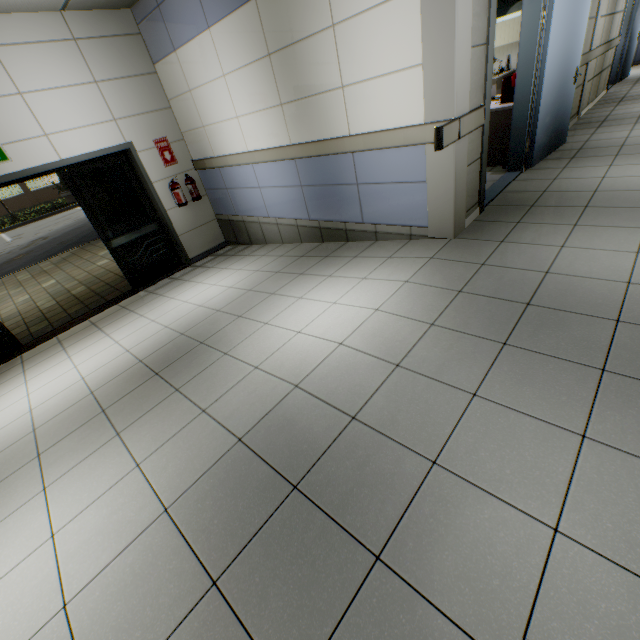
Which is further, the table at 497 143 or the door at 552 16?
the table at 497 143

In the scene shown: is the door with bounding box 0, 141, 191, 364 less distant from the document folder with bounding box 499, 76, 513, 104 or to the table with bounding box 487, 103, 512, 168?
the table with bounding box 487, 103, 512, 168

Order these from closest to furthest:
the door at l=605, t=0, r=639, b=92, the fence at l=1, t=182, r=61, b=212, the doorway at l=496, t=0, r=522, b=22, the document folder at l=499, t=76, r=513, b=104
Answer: the document folder at l=499, t=76, r=513, b=104, the doorway at l=496, t=0, r=522, b=22, the door at l=605, t=0, r=639, b=92, the fence at l=1, t=182, r=61, b=212

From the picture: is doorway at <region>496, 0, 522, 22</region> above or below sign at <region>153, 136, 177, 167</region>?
above

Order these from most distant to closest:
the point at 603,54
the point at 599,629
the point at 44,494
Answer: the point at 603,54, the point at 44,494, the point at 599,629

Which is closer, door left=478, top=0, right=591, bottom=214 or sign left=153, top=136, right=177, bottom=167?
door left=478, top=0, right=591, bottom=214

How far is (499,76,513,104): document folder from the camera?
4.6 meters

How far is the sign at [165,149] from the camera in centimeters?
563cm
